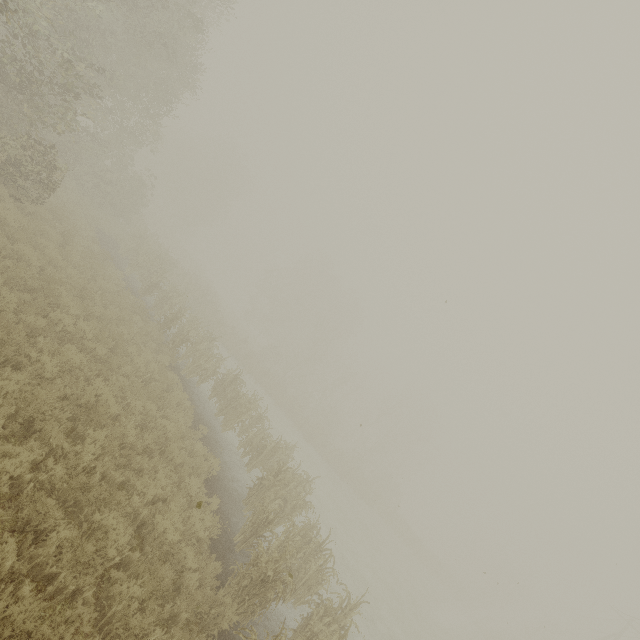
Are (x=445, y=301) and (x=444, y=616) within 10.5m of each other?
no
